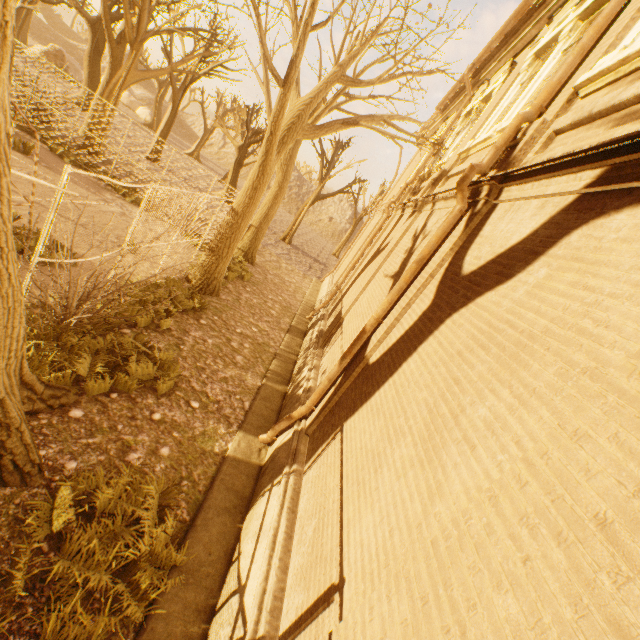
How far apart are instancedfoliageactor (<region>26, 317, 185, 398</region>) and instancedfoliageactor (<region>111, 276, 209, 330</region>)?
1.5 meters

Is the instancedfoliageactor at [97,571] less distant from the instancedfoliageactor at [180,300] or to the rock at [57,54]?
the instancedfoliageactor at [180,300]

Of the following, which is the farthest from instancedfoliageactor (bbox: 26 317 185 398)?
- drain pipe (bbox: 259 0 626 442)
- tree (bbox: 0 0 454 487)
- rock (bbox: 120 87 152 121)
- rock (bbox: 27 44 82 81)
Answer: rock (bbox: 120 87 152 121)

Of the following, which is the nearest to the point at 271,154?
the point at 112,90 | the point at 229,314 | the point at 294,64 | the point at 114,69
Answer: the point at 294,64

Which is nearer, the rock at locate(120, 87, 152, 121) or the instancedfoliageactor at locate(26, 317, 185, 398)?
the instancedfoliageactor at locate(26, 317, 185, 398)

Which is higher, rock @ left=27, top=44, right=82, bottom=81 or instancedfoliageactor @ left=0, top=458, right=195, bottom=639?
rock @ left=27, top=44, right=82, bottom=81

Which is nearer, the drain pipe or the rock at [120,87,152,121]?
the drain pipe

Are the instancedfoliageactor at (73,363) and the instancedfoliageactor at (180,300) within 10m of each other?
yes
